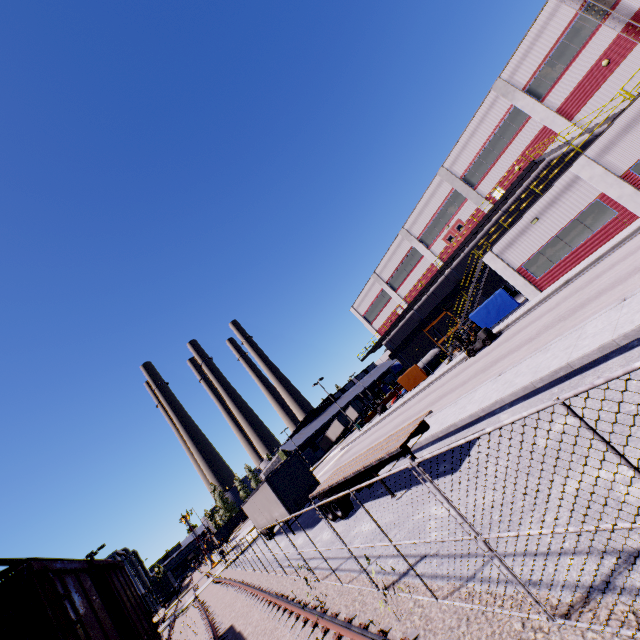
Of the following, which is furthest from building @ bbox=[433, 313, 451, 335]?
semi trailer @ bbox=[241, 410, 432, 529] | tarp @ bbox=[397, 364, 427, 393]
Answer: tarp @ bbox=[397, 364, 427, 393]

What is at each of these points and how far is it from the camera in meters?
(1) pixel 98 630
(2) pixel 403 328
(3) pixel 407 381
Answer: (1) cargo car, 7.4 m
(2) building, 45.9 m
(3) tarp, 37.6 m

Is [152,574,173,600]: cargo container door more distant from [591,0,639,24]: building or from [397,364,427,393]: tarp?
[397,364,427,393]: tarp

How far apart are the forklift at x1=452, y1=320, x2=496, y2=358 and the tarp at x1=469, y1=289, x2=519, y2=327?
3.3m

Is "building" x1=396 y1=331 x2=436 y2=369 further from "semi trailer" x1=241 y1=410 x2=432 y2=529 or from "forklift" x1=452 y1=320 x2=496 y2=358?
"forklift" x1=452 y1=320 x2=496 y2=358

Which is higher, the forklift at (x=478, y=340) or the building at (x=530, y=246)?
the building at (x=530, y=246)

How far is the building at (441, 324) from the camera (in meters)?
40.18

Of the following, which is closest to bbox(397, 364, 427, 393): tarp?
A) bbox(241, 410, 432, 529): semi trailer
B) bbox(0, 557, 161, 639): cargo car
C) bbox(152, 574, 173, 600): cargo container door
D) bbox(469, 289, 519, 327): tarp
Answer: bbox(241, 410, 432, 529): semi trailer
